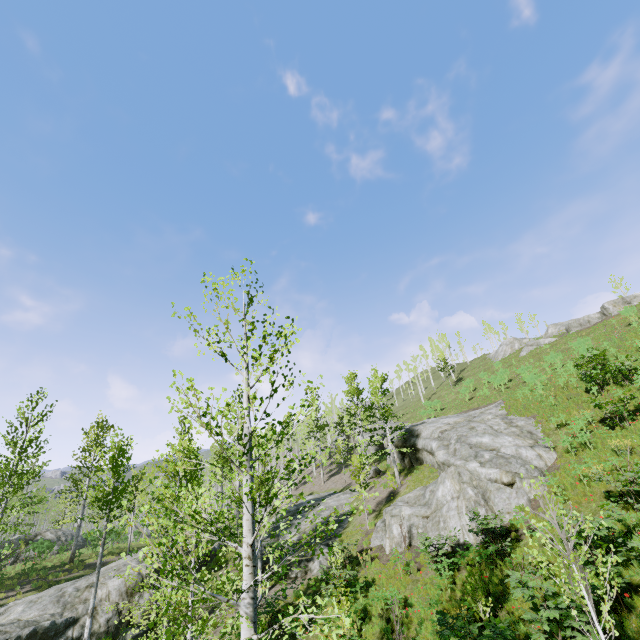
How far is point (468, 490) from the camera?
16.2m

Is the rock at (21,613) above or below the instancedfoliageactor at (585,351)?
below

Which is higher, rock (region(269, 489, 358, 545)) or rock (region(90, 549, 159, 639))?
rock (region(269, 489, 358, 545))

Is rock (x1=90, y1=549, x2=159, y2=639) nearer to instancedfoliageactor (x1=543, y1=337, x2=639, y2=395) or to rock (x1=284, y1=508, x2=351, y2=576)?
instancedfoliageactor (x1=543, y1=337, x2=639, y2=395)

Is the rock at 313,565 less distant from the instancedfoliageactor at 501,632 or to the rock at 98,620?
the instancedfoliageactor at 501,632

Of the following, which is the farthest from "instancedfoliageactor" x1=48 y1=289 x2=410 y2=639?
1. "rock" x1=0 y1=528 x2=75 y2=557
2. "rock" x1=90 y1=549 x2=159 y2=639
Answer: "rock" x1=0 y1=528 x2=75 y2=557

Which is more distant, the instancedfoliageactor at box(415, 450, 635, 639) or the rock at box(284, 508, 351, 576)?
the rock at box(284, 508, 351, 576)

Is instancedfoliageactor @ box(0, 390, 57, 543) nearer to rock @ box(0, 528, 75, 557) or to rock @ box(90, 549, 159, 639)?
rock @ box(90, 549, 159, 639)
